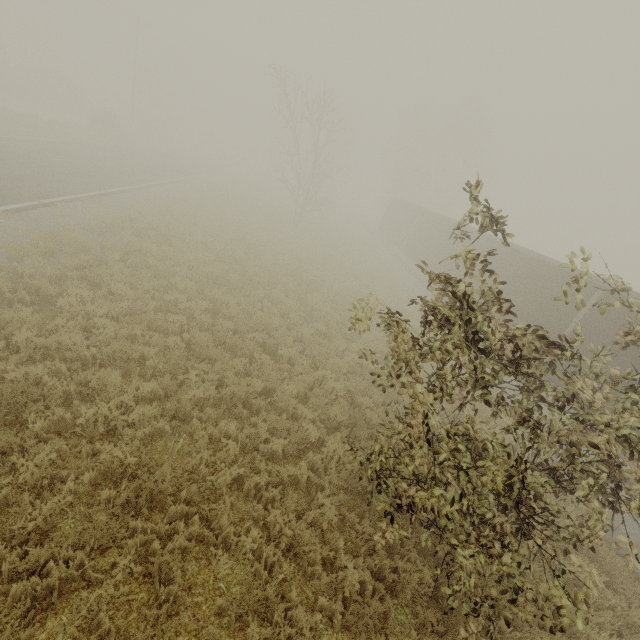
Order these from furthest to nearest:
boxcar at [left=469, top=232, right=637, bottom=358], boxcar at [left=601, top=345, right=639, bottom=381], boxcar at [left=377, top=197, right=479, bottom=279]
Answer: boxcar at [left=377, top=197, right=479, bottom=279]
boxcar at [left=469, top=232, right=637, bottom=358]
boxcar at [left=601, top=345, right=639, bottom=381]

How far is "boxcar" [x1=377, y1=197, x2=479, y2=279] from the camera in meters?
20.0 m

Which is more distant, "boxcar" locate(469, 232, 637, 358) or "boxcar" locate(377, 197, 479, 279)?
"boxcar" locate(377, 197, 479, 279)

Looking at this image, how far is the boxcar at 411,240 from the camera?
20.02m

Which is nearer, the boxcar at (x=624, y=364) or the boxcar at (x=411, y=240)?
the boxcar at (x=624, y=364)

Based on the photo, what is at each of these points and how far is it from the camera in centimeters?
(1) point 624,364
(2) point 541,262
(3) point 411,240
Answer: (1) boxcar, 970cm
(2) boxcar, 1350cm
(3) boxcar, 2669cm
